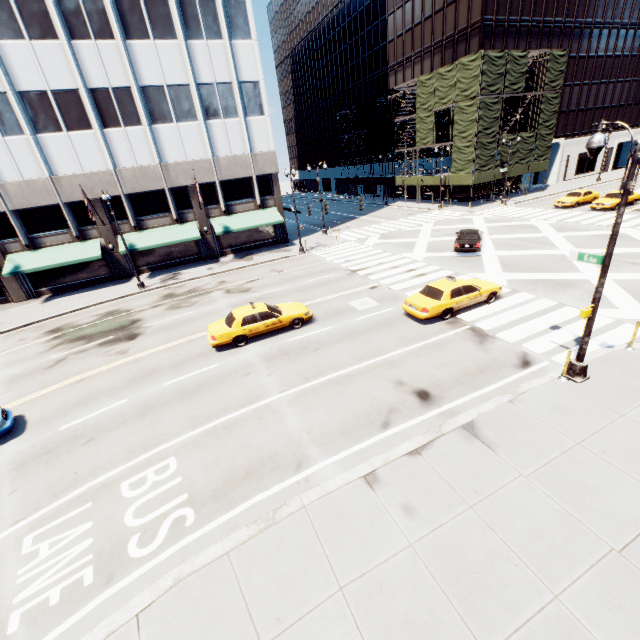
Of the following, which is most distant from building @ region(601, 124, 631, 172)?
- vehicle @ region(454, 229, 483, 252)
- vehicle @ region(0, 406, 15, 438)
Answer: vehicle @ region(0, 406, 15, 438)

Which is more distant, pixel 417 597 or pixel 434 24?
pixel 434 24

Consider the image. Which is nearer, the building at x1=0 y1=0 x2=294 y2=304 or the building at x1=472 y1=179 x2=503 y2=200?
the building at x1=0 y1=0 x2=294 y2=304

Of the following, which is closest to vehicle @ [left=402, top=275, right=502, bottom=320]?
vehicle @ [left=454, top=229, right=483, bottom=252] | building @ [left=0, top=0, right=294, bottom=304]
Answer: vehicle @ [left=454, top=229, right=483, bottom=252]

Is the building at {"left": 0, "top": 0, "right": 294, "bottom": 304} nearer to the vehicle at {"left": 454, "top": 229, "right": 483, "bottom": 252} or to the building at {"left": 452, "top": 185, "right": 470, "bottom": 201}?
the vehicle at {"left": 454, "top": 229, "right": 483, "bottom": 252}

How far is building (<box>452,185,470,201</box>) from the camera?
44.0 meters

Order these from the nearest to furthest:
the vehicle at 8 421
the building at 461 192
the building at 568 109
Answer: the vehicle at 8 421 < the building at 568 109 < the building at 461 192

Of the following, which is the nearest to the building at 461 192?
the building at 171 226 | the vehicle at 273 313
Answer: the building at 171 226
